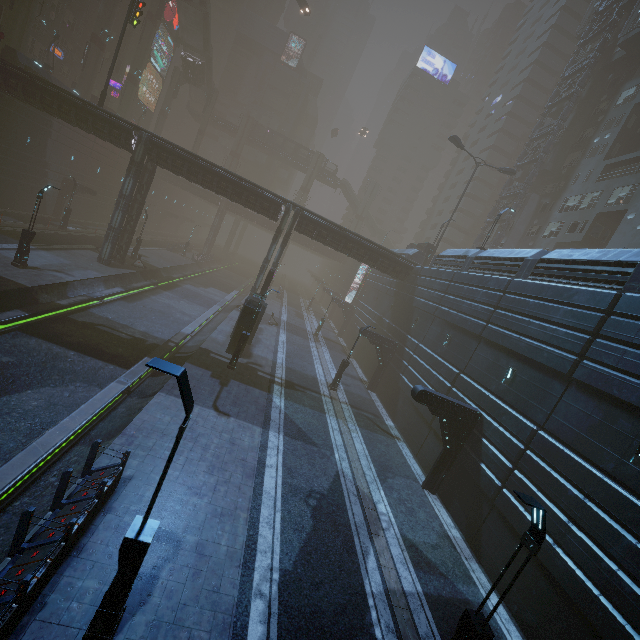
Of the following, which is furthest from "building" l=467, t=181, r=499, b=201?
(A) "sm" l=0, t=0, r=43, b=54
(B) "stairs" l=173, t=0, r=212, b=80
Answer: (B) "stairs" l=173, t=0, r=212, b=80

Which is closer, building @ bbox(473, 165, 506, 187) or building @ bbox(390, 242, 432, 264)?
building @ bbox(390, 242, 432, 264)

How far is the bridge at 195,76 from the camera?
55.88m

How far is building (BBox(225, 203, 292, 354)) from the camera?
21.1m

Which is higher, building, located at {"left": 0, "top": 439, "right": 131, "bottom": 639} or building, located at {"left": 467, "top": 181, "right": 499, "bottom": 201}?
building, located at {"left": 467, "top": 181, "right": 499, "bottom": 201}

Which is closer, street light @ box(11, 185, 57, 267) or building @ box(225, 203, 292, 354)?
street light @ box(11, 185, 57, 267)

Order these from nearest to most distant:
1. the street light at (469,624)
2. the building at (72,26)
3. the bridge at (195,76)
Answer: the street light at (469,624)
the building at (72,26)
the bridge at (195,76)

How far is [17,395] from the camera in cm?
1224
